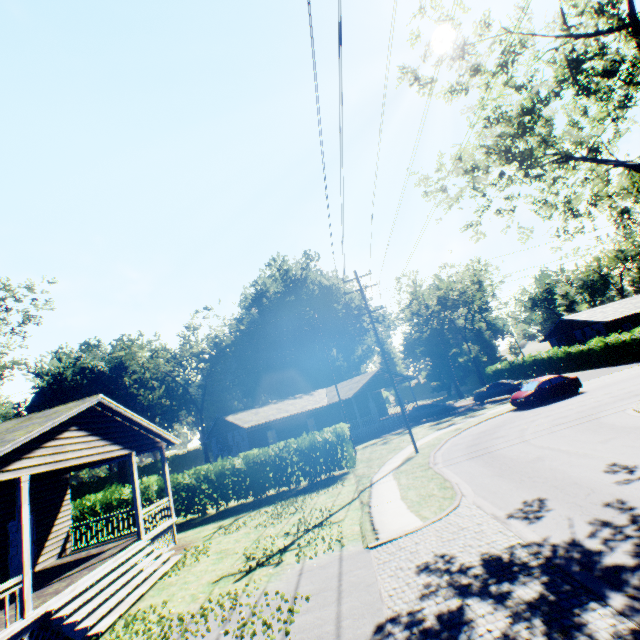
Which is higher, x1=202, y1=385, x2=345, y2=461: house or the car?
x1=202, y1=385, x2=345, y2=461: house

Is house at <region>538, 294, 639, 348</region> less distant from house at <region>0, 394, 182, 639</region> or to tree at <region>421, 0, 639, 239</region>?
tree at <region>421, 0, 639, 239</region>

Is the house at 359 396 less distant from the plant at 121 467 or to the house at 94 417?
the house at 94 417

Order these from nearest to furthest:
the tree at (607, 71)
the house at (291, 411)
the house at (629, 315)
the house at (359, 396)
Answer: the tree at (607, 71) < the house at (291, 411) < the house at (359, 396) < the house at (629, 315)

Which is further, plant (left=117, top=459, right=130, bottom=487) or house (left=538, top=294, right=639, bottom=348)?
plant (left=117, top=459, right=130, bottom=487)

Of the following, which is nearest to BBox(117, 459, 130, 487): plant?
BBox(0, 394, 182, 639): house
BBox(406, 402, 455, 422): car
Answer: BBox(0, 394, 182, 639): house

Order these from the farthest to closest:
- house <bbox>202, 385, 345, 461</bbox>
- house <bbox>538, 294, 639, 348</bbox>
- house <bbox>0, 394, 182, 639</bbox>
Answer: house <bbox>538, 294, 639, 348</bbox> < house <bbox>202, 385, 345, 461</bbox> < house <bbox>0, 394, 182, 639</bbox>

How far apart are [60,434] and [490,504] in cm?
1364
